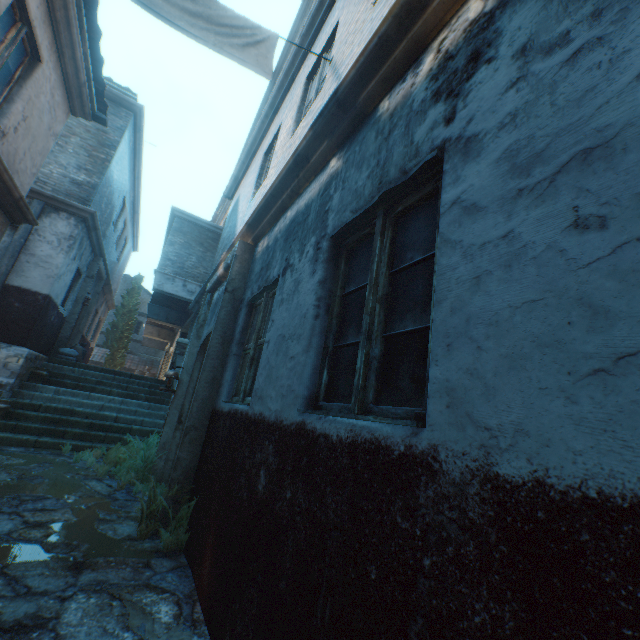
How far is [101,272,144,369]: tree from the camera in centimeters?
2395cm

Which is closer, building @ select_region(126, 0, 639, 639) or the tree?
building @ select_region(126, 0, 639, 639)

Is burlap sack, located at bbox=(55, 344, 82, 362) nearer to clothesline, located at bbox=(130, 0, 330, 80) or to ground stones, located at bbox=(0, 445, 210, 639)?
ground stones, located at bbox=(0, 445, 210, 639)

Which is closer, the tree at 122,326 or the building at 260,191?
the building at 260,191

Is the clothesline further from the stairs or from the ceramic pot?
the ceramic pot

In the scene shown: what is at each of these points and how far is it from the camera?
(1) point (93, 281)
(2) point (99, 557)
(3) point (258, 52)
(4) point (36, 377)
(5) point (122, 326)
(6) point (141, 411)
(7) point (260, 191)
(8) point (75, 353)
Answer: (1) building, 12.07m
(2) ground stones, 2.82m
(3) clothesline, 3.54m
(4) ceramic pot, 8.29m
(5) tree, 24.80m
(6) stairs, 8.91m
(7) building, 5.88m
(8) burlap sack, 10.09m

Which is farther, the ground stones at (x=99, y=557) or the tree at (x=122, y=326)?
the tree at (x=122, y=326)

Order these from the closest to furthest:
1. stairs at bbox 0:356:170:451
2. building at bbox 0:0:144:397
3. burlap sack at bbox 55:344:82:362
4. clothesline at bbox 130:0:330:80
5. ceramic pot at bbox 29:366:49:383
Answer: clothesline at bbox 130:0:330:80 < building at bbox 0:0:144:397 < stairs at bbox 0:356:170:451 < ceramic pot at bbox 29:366:49:383 < burlap sack at bbox 55:344:82:362
